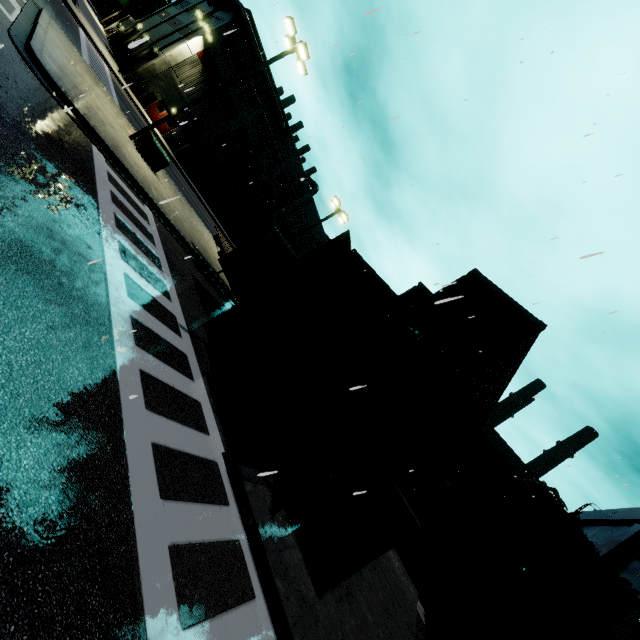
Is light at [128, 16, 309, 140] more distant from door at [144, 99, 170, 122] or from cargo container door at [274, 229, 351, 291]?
door at [144, 99, 170, 122]

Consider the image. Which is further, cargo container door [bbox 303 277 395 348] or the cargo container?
cargo container door [bbox 303 277 395 348]

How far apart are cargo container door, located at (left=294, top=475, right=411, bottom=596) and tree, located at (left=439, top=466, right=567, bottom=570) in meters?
19.5 m

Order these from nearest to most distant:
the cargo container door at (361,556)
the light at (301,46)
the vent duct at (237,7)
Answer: the cargo container door at (361,556) → the light at (301,46) → the vent duct at (237,7)

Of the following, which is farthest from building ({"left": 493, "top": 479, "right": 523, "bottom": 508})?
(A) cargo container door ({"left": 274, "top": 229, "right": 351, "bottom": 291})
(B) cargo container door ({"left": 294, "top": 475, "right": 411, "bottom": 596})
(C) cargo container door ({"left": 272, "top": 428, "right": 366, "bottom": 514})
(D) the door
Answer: (A) cargo container door ({"left": 274, "top": 229, "right": 351, "bottom": 291})

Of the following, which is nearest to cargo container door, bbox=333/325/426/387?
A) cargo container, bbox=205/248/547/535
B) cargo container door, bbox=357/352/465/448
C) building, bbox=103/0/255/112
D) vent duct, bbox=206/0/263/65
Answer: cargo container, bbox=205/248/547/535

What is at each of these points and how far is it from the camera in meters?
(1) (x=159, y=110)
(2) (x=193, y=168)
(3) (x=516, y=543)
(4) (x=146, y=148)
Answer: (1) door, 35.8 m
(2) building, 41.3 m
(3) tree, 20.5 m
(4) electrical box, 16.2 m

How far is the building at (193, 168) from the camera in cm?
3809
